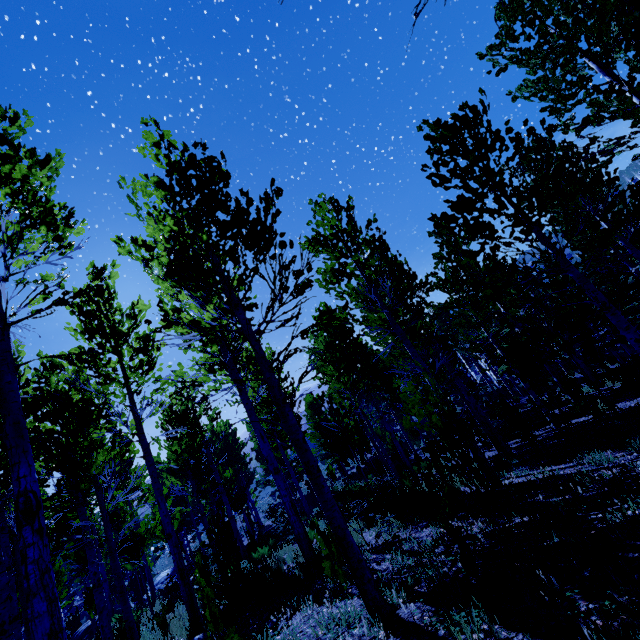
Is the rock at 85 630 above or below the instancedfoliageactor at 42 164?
below

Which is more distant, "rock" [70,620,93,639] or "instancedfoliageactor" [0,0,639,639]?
"rock" [70,620,93,639]

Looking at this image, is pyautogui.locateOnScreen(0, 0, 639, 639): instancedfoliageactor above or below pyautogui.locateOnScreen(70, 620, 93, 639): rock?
above

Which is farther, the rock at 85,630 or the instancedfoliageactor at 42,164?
the rock at 85,630

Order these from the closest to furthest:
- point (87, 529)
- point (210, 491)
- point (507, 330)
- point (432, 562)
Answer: point (432, 562)
point (87, 529)
point (210, 491)
point (507, 330)
